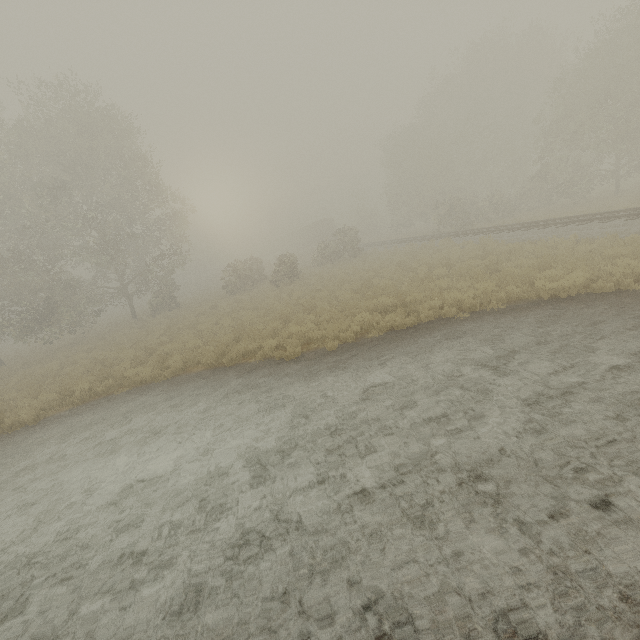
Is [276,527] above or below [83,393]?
below

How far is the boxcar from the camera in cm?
5188

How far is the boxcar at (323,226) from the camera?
51.9 meters
